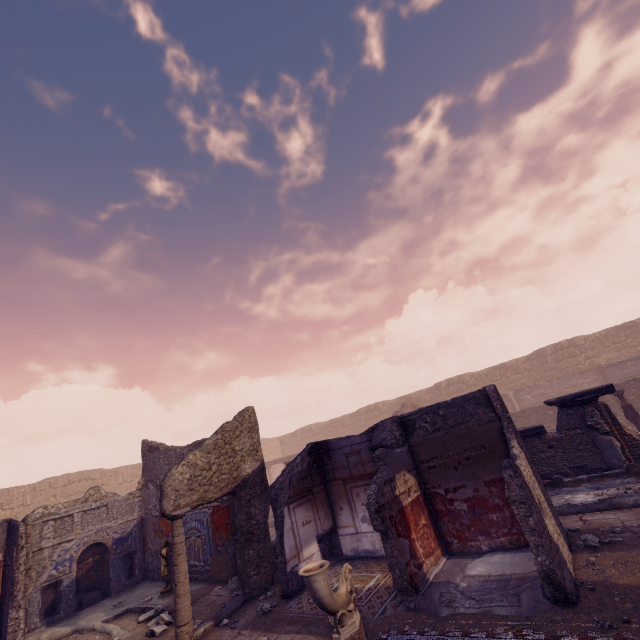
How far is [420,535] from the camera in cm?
599

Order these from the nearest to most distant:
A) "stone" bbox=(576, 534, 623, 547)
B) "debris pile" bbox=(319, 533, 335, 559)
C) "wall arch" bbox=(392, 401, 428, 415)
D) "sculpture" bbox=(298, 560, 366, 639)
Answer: "sculpture" bbox=(298, 560, 366, 639)
"stone" bbox=(576, 534, 623, 547)
"debris pile" bbox=(319, 533, 335, 559)
"wall arch" bbox=(392, 401, 428, 415)

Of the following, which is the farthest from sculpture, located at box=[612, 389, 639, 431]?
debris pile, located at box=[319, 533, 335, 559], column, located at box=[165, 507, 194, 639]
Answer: column, located at box=[165, 507, 194, 639]

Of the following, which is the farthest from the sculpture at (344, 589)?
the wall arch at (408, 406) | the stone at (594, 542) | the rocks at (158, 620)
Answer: the wall arch at (408, 406)

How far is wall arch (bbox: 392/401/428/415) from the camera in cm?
1938

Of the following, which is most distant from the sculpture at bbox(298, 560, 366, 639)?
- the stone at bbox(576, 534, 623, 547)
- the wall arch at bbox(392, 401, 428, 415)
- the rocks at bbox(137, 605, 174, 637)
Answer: the wall arch at bbox(392, 401, 428, 415)

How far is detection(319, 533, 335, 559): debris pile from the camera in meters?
8.2 m

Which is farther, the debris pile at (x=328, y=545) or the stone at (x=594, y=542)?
the debris pile at (x=328, y=545)
